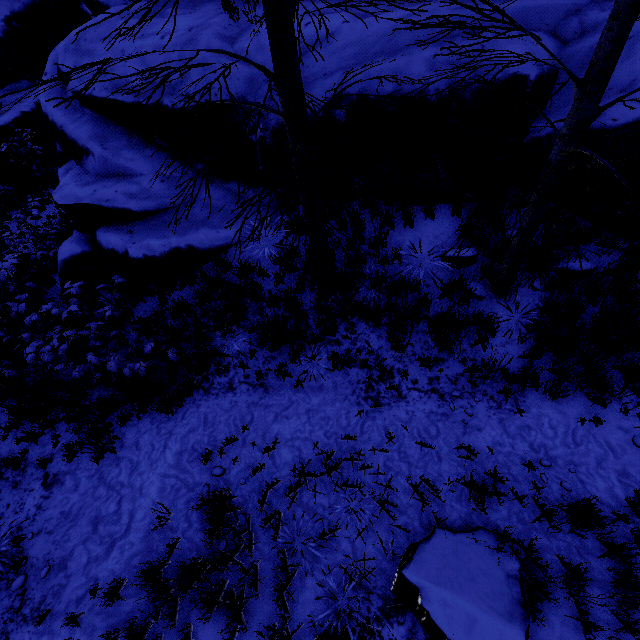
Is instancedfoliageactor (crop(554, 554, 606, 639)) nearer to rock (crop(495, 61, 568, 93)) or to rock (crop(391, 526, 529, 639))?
rock (crop(495, 61, 568, 93))

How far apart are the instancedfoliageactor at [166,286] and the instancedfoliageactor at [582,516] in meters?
6.4

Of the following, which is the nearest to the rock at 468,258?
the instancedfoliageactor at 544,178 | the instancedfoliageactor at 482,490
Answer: the instancedfoliageactor at 544,178

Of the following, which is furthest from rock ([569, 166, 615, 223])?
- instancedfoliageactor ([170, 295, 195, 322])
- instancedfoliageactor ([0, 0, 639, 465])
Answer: instancedfoliageactor ([170, 295, 195, 322])

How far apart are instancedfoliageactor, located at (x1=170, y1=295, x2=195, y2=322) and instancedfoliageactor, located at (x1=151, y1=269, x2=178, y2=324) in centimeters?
24cm

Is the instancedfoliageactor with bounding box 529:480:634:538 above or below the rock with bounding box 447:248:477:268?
below

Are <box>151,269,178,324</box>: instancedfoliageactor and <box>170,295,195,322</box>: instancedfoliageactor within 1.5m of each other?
yes

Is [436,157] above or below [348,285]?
above
